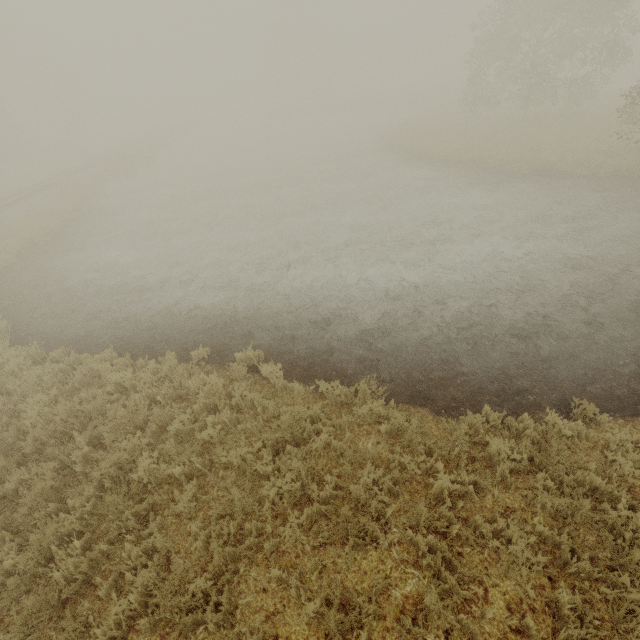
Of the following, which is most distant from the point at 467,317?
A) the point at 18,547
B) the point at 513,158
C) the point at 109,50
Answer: the point at 109,50
